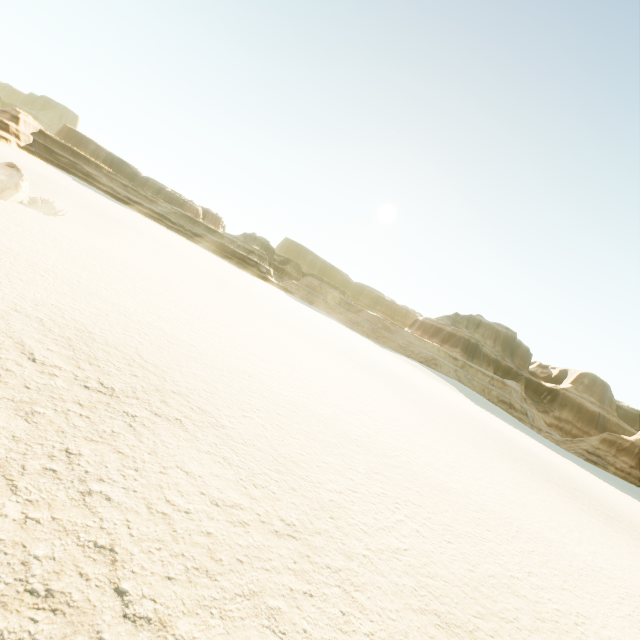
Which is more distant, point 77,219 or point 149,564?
point 77,219
